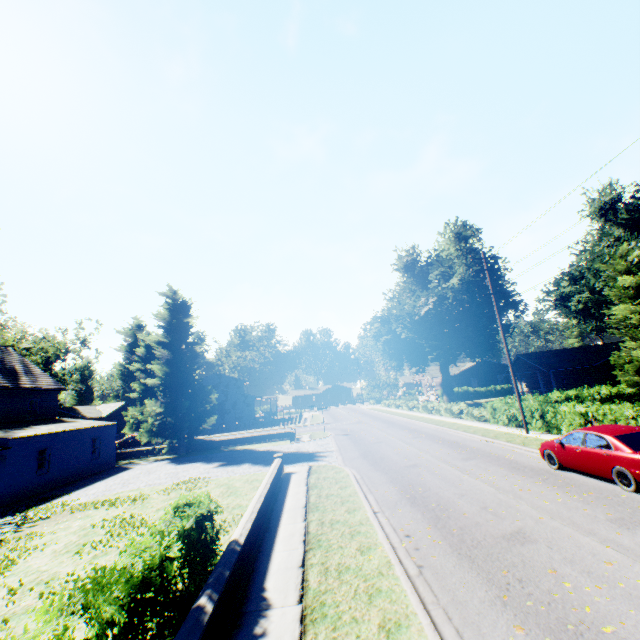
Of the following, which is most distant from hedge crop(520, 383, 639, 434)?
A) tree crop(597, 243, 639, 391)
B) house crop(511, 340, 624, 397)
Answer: house crop(511, 340, 624, 397)

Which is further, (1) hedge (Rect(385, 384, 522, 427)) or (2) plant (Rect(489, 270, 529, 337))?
(2) plant (Rect(489, 270, 529, 337))

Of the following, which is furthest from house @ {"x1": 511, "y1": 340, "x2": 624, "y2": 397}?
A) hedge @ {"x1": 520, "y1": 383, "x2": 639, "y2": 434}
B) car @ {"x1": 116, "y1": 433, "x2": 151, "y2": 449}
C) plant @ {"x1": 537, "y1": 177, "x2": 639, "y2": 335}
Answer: car @ {"x1": 116, "y1": 433, "x2": 151, "y2": 449}

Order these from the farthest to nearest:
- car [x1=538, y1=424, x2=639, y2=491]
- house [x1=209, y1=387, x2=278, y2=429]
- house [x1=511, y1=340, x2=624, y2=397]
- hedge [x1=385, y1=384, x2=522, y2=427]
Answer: house [x1=209, y1=387, x2=278, y2=429] < house [x1=511, y1=340, x2=624, y2=397] < hedge [x1=385, y1=384, x2=522, y2=427] < car [x1=538, y1=424, x2=639, y2=491]

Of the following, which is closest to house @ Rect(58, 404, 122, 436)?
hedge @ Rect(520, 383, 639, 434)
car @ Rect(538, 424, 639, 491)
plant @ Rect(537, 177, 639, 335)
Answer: plant @ Rect(537, 177, 639, 335)

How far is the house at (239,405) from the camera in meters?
50.7

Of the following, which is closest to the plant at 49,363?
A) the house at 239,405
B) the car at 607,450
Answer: the house at 239,405

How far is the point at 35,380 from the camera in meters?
26.5
